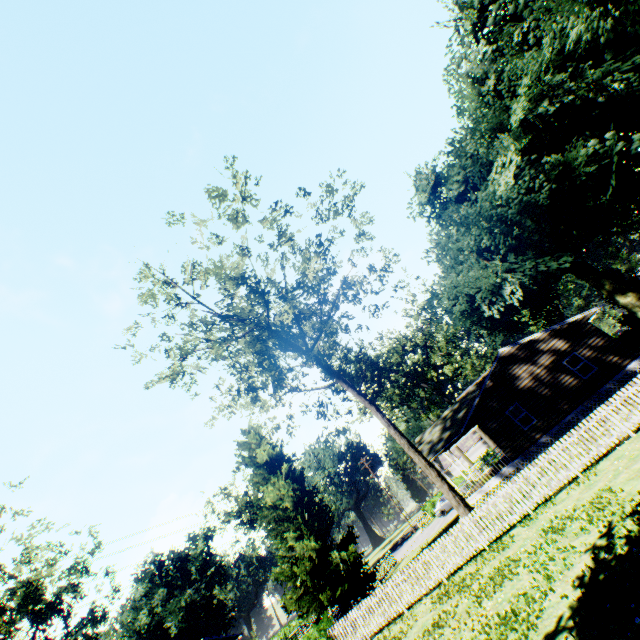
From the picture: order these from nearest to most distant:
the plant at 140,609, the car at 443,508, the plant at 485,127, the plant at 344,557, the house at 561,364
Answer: the house at 561,364, the plant at 344,557, the plant at 485,127, the car at 443,508, the plant at 140,609

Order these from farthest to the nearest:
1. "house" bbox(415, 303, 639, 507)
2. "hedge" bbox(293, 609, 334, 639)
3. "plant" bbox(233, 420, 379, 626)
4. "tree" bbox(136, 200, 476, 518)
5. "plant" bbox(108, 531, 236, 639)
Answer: "plant" bbox(108, 531, 236, 639) < "plant" bbox(233, 420, 379, 626) < "house" bbox(415, 303, 639, 507) < "tree" bbox(136, 200, 476, 518) < "hedge" bbox(293, 609, 334, 639)

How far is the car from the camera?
36.2 meters

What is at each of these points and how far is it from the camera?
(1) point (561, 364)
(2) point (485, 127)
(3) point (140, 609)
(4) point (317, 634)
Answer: (1) house, 21.7 meters
(2) plant, 27.5 meters
(3) plant, 55.5 meters
(4) hedge, 16.4 meters

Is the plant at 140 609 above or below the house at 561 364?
above

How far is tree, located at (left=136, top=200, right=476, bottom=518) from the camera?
17.4 meters

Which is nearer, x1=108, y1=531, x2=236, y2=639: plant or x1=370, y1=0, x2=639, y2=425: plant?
x1=370, y1=0, x2=639, y2=425: plant

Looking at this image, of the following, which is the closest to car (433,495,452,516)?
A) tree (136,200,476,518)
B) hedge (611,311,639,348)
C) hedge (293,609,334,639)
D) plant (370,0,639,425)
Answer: hedge (611,311,639,348)
